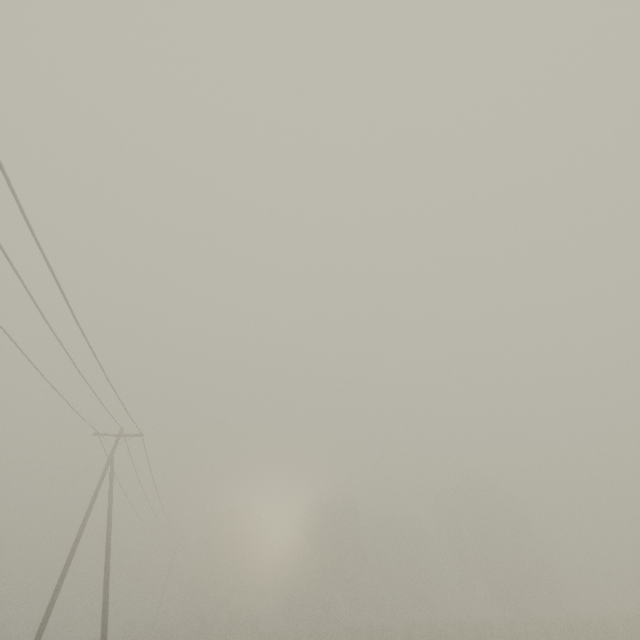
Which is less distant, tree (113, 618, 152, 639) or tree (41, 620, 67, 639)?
tree (113, 618, 152, 639)

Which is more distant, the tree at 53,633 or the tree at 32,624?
the tree at 53,633

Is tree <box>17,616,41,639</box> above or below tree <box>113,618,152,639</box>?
above

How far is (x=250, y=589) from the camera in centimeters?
4853cm

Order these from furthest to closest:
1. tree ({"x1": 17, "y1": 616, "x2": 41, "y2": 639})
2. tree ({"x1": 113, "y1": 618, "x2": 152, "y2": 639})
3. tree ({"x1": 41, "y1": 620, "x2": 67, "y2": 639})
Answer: tree ({"x1": 41, "y1": 620, "x2": 67, "y2": 639}), tree ({"x1": 17, "y1": 616, "x2": 41, "y2": 639}), tree ({"x1": 113, "y1": 618, "x2": 152, "y2": 639})
